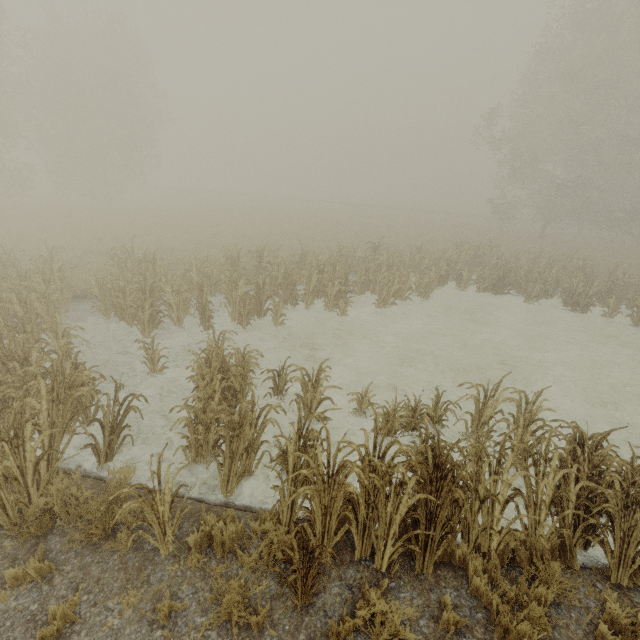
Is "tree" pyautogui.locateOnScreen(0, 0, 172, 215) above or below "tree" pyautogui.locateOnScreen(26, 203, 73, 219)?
above

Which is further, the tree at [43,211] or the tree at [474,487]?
the tree at [43,211]

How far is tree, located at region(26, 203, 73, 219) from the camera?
23.6 meters

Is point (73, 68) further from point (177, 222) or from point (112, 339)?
point (112, 339)

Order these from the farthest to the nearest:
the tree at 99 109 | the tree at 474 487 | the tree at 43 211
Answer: the tree at 99 109
the tree at 43 211
the tree at 474 487

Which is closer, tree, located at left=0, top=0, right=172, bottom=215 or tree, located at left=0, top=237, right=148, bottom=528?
tree, located at left=0, top=237, right=148, bottom=528

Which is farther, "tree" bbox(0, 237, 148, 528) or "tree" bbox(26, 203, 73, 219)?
"tree" bbox(26, 203, 73, 219)
